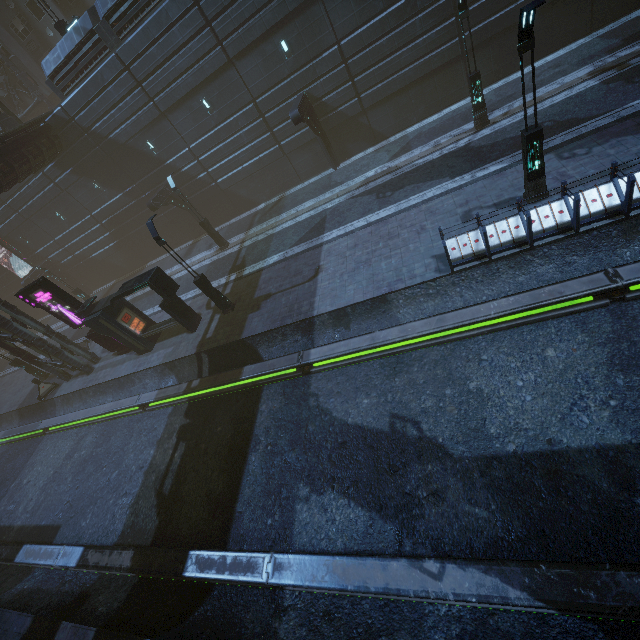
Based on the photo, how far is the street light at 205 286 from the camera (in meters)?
14.05

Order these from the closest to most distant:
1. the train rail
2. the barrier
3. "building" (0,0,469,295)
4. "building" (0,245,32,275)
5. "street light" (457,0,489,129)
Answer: the train rail → "street light" (457,0,489,129) → "building" (0,0,469,295) → the barrier → "building" (0,245,32,275)

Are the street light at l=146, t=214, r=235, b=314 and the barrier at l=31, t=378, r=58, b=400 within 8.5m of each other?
no

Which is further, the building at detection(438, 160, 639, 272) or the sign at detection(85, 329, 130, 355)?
the sign at detection(85, 329, 130, 355)

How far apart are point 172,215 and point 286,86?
14.0 meters

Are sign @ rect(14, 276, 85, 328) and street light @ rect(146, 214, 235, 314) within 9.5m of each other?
yes

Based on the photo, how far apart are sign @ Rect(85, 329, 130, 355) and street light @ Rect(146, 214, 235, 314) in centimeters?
735cm

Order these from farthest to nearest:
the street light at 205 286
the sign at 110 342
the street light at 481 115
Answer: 1. the sign at 110 342
2. the street light at 205 286
3. the street light at 481 115
